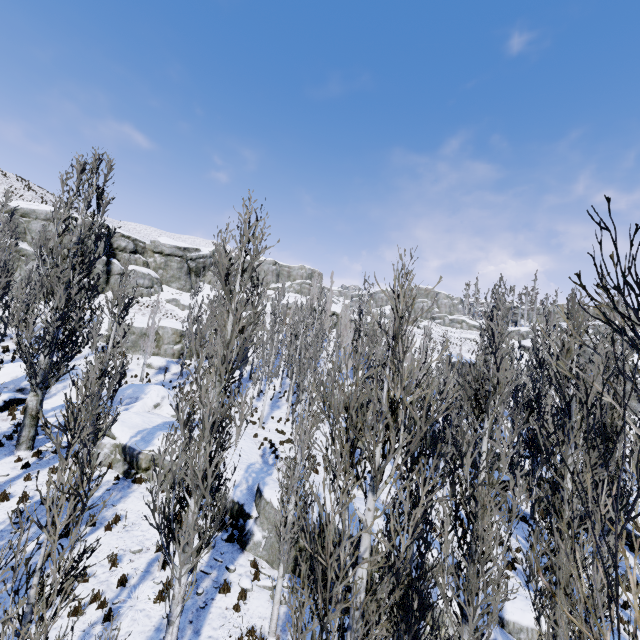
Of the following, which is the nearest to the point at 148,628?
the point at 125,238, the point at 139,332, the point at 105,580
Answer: the point at 105,580

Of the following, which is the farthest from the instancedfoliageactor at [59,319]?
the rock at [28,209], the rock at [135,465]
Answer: the rock at [28,209]

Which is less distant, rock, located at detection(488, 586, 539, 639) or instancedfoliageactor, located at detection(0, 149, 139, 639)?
instancedfoliageactor, located at detection(0, 149, 139, 639)

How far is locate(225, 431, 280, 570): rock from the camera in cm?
1153

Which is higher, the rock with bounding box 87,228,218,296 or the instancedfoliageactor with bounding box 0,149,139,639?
the rock with bounding box 87,228,218,296

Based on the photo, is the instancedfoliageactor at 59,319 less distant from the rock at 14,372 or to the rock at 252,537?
the rock at 252,537

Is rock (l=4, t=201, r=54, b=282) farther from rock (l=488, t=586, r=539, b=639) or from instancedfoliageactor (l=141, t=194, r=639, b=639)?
rock (l=488, t=586, r=539, b=639)

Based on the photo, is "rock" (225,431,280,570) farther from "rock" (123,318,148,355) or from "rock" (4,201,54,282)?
"rock" (4,201,54,282)
